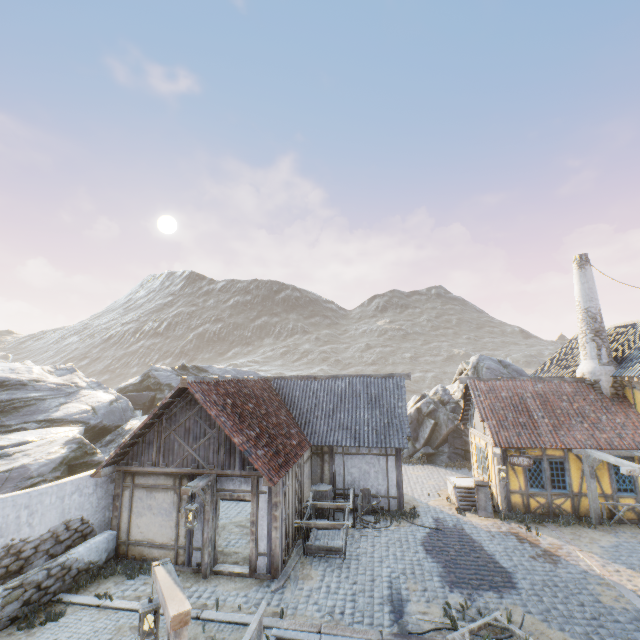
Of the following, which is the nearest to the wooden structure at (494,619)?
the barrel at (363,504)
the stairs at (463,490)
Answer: the barrel at (363,504)

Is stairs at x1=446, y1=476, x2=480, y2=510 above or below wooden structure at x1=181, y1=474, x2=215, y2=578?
below

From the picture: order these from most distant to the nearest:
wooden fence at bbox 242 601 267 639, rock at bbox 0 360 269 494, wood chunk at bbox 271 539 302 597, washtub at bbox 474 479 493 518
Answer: washtub at bbox 474 479 493 518 < rock at bbox 0 360 269 494 < wood chunk at bbox 271 539 302 597 < wooden fence at bbox 242 601 267 639

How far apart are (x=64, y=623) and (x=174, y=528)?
3.0m

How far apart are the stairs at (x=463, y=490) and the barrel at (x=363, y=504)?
3.7 meters

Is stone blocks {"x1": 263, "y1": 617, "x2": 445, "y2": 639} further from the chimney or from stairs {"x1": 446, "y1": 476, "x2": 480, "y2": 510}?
the chimney

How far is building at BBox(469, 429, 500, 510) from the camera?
14.3m

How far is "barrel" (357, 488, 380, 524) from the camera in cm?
1321
